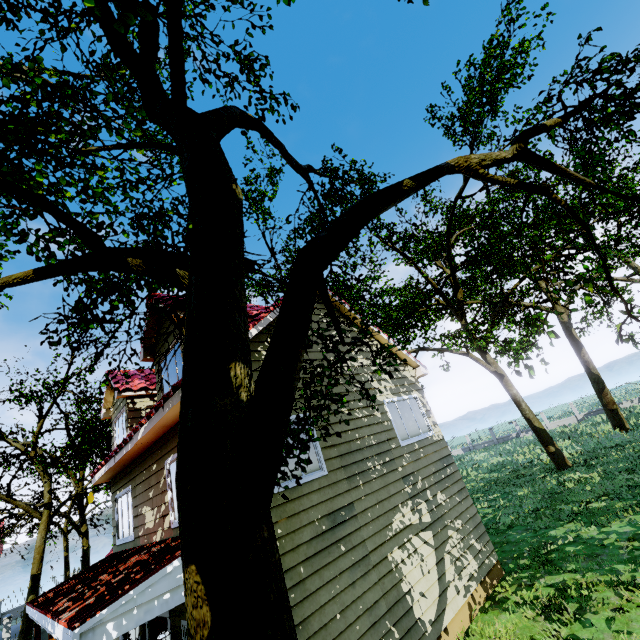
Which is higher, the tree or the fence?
the tree

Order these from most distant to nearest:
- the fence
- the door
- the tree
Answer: the fence
the door
the tree

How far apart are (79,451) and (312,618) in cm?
2368

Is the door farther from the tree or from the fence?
the fence

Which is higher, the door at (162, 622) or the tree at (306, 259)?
the tree at (306, 259)

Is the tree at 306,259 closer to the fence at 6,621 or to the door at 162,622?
the fence at 6,621

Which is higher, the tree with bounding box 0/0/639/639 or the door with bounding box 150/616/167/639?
the tree with bounding box 0/0/639/639
